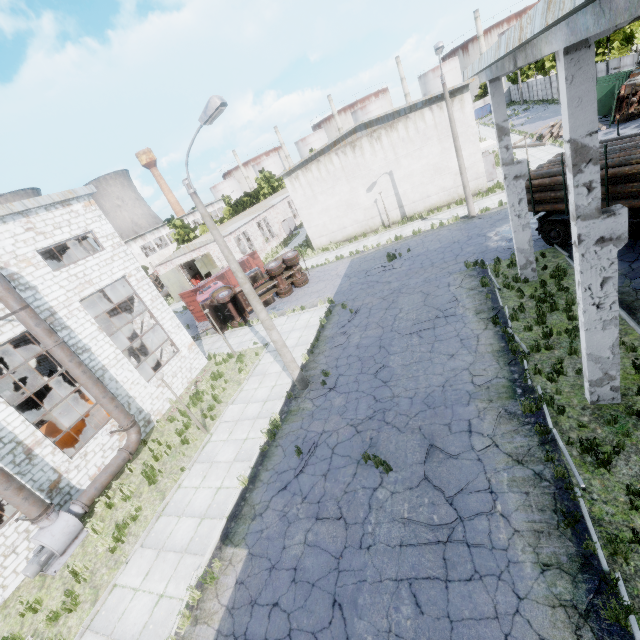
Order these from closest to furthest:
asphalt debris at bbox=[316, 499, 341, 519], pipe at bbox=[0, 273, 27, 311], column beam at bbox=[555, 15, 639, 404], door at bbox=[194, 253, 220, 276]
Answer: column beam at bbox=[555, 15, 639, 404], asphalt debris at bbox=[316, 499, 341, 519], pipe at bbox=[0, 273, 27, 311], door at bbox=[194, 253, 220, 276]

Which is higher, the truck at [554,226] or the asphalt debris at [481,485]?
the truck at [554,226]

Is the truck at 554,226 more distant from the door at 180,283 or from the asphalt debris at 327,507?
the door at 180,283

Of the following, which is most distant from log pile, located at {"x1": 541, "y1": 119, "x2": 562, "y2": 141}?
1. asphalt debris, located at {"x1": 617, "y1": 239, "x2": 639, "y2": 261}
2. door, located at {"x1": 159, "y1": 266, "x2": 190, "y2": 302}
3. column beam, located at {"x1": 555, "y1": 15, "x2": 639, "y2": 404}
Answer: door, located at {"x1": 159, "y1": 266, "x2": 190, "y2": 302}

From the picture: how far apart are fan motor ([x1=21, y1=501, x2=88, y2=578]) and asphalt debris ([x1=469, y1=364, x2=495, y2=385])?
14.6m

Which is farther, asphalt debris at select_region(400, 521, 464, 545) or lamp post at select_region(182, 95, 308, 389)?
lamp post at select_region(182, 95, 308, 389)

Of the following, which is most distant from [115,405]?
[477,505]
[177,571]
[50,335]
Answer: [477,505]

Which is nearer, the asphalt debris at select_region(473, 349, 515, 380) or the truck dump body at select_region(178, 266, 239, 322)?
the asphalt debris at select_region(473, 349, 515, 380)
